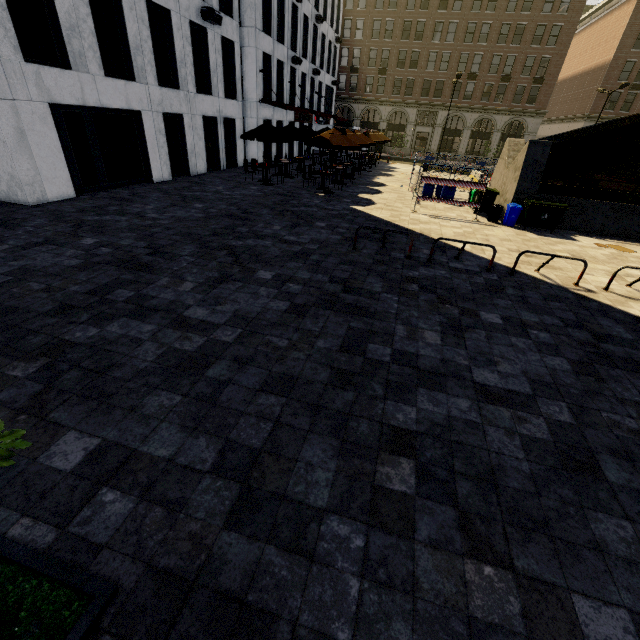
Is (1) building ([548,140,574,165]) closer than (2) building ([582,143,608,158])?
No

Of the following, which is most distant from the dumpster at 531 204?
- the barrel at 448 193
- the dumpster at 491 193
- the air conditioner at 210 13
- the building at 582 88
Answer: the building at 582 88

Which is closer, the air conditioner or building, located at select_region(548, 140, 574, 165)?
the air conditioner

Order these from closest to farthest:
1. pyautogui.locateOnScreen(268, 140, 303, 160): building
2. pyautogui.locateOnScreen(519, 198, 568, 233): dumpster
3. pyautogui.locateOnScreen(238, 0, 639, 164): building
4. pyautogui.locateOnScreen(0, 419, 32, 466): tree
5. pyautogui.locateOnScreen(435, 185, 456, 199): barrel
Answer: pyautogui.locateOnScreen(0, 419, 32, 466): tree → pyautogui.locateOnScreen(519, 198, 568, 233): dumpster → pyautogui.locateOnScreen(435, 185, 456, 199): barrel → pyautogui.locateOnScreen(238, 0, 639, 164): building → pyautogui.locateOnScreen(268, 140, 303, 160): building

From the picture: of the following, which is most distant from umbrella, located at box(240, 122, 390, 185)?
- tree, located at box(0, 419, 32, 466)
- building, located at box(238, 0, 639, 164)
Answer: building, located at box(238, 0, 639, 164)

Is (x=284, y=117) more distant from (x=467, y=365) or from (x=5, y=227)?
(x=467, y=365)

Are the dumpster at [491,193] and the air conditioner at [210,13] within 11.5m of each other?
no

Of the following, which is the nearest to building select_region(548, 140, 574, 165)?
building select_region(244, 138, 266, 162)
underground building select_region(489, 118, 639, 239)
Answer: building select_region(244, 138, 266, 162)
